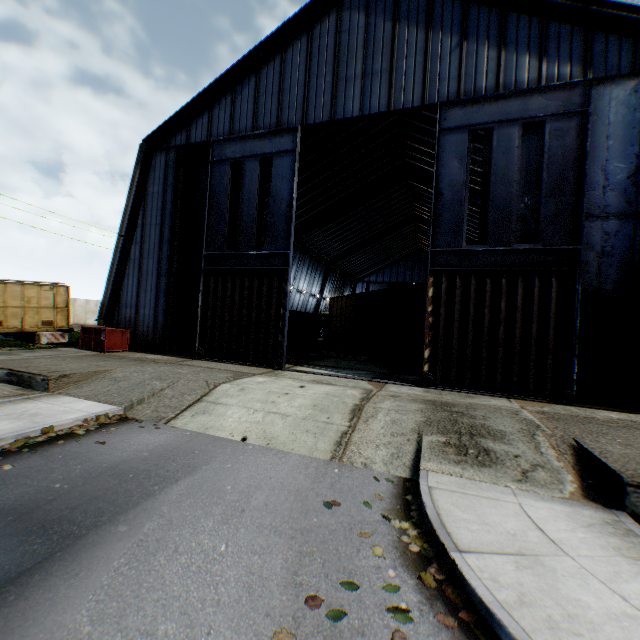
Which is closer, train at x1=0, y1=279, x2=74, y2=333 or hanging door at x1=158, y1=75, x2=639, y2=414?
hanging door at x1=158, y1=75, x2=639, y2=414

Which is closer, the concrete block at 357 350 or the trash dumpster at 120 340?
the trash dumpster at 120 340

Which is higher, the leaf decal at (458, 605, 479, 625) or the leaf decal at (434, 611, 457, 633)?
the leaf decal at (458, 605, 479, 625)

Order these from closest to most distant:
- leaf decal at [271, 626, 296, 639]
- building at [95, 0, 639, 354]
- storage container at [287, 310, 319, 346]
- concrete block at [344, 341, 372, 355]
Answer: leaf decal at [271, 626, 296, 639], building at [95, 0, 639, 354], concrete block at [344, 341, 372, 355], storage container at [287, 310, 319, 346]

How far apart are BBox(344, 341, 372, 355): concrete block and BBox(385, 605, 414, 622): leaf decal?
19.2 meters

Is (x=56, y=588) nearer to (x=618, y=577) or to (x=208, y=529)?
(x=208, y=529)

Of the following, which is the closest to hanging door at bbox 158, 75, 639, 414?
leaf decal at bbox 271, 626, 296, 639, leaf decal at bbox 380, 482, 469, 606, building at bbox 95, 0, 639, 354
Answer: building at bbox 95, 0, 639, 354

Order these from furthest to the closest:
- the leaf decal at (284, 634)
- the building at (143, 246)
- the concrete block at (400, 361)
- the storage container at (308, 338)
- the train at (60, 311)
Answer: the storage container at (308, 338) < the train at (60, 311) < the concrete block at (400, 361) < the building at (143, 246) < the leaf decal at (284, 634)
